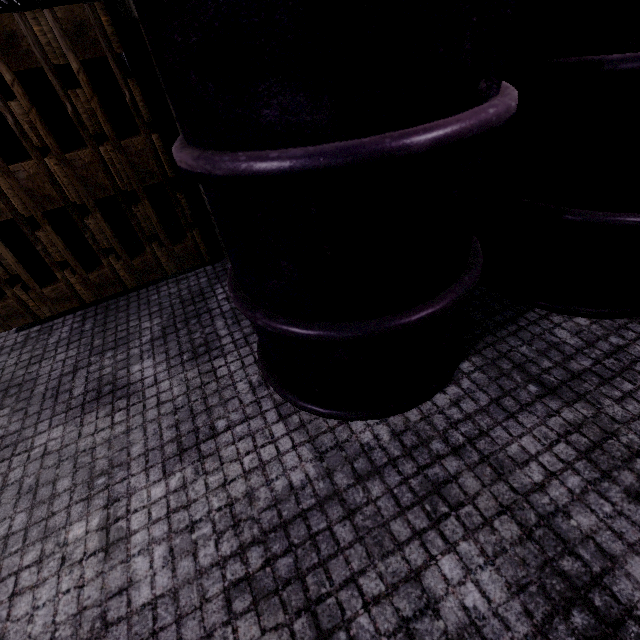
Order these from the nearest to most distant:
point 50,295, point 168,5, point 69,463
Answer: point 168,5 → point 69,463 → point 50,295

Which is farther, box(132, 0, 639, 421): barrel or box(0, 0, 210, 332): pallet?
box(0, 0, 210, 332): pallet

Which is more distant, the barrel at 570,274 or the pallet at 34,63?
the pallet at 34,63
